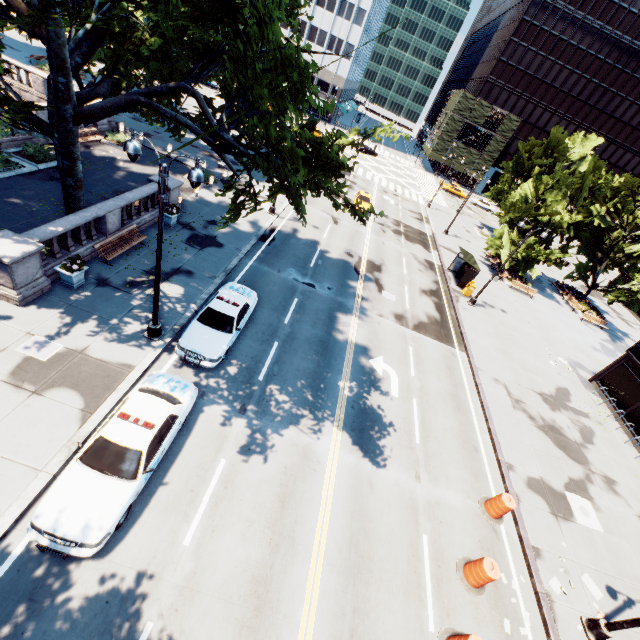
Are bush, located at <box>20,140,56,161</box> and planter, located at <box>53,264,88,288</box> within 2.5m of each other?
no

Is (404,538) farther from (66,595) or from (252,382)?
(66,595)

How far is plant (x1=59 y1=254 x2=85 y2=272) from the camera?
12.9m

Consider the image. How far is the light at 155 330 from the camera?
8.97m

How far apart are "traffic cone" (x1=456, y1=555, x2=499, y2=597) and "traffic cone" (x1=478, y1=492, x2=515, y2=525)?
1.8m

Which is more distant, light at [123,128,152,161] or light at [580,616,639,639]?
light at [580,616,639,639]

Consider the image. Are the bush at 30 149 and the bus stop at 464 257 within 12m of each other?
no

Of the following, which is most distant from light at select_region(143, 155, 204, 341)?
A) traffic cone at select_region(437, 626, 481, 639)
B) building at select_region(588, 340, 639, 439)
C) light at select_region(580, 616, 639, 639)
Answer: building at select_region(588, 340, 639, 439)
